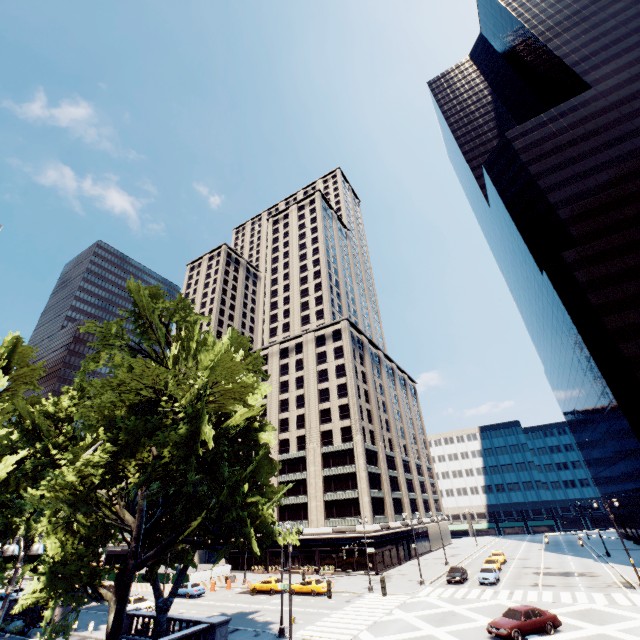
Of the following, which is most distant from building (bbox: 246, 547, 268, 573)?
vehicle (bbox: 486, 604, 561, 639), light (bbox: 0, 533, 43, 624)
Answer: light (bbox: 0, 533, 43, 624)

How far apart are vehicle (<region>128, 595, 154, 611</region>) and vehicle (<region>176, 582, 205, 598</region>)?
6.16m

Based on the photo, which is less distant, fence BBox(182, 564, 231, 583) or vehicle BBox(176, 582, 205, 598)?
vehicle BBox(176, 582, 205, 598)

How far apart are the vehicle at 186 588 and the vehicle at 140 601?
6.16m

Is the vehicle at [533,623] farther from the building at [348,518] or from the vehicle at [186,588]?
the vehicle at [186,588]

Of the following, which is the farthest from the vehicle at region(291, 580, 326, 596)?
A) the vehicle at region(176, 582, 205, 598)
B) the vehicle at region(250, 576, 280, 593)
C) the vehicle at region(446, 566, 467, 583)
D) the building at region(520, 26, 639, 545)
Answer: the building at region(520, 26, 639, 545)

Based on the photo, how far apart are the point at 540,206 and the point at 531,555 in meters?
61.5 m

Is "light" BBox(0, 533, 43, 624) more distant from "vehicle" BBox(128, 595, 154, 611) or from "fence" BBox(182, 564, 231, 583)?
"fence" BBox(182, 564, 231, 583)
